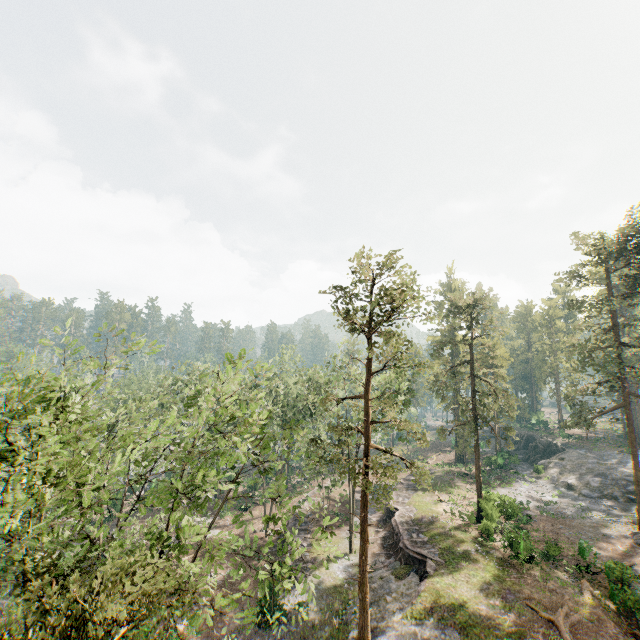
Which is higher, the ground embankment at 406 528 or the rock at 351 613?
the ground embankment at 406 528

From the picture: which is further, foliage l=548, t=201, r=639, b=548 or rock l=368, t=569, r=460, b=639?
foliage l=548, t=201, r=639, b=548

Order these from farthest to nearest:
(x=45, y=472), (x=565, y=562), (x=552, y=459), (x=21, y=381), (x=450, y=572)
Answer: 1. (x=552, y=459)
2. (x=565, y=562)
3. (x=450, y=572)
4. (x=21, y=381)
5. (x=45, y=472)

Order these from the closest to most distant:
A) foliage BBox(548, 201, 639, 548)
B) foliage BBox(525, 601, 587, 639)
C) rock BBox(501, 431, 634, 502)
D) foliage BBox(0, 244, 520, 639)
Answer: foliage BBox(0, 244, 520, 639) → foliage BBox(525, 601, 587, 639) → foliage BBox(548, 201, 639, 548) → rock BBox(501, 431, 634, 502)

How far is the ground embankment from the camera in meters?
26.2 m

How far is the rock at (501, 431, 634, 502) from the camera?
37.9m

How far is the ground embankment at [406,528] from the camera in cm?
2620

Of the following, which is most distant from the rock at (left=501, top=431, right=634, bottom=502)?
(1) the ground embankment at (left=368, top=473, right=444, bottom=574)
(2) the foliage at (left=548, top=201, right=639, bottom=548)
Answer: (1) the ground embankment at (left=368, top=473, right=444, bottom=574)
